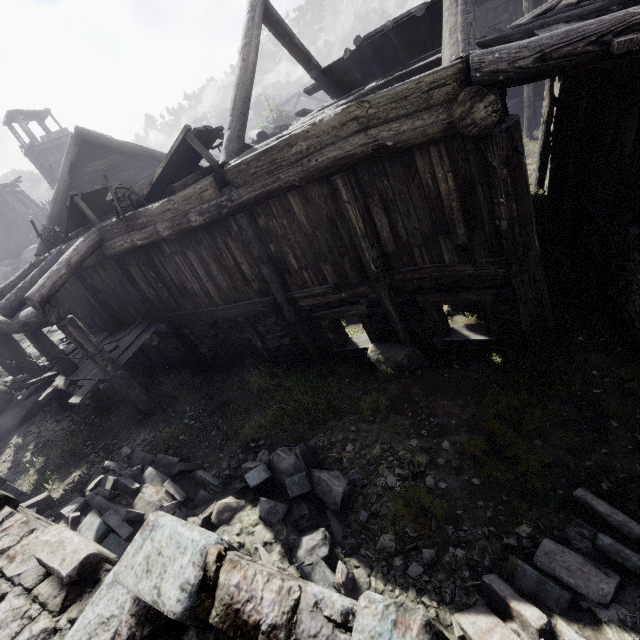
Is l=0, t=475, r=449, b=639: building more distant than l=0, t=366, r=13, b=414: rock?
No

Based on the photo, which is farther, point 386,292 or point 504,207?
point 386,292

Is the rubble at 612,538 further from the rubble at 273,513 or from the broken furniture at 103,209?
the broken furniture at 103,209

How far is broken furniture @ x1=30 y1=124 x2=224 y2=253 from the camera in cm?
735

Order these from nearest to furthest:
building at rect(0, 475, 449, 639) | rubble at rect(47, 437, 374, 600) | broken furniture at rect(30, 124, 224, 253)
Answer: building at rect(0, 475, 449, 639)
rubble at rect(47, 437, 374, 600)
broken furniture at rect(30, 124, 224, 253)

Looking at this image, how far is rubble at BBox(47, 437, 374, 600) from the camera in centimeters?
439cm

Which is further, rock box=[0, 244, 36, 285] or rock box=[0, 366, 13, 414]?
rock box=[0, 244, 36, 285]

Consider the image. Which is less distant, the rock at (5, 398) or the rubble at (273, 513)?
the rubble at (273, 513)
